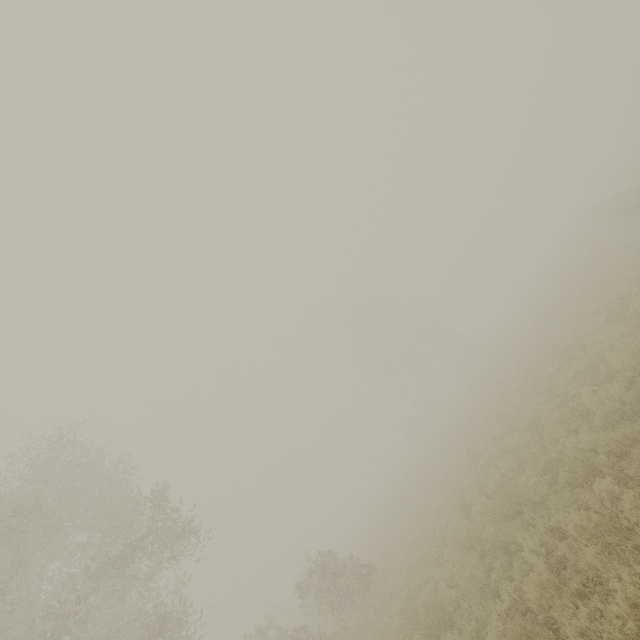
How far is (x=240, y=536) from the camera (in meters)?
41.12

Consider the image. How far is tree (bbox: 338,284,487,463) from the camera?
42.3 meters

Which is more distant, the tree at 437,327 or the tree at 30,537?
the tree at 437,327

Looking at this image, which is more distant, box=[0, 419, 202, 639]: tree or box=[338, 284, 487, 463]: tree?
box=[338, 284, 487, 463]: tree

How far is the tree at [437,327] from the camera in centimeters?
4227cm
